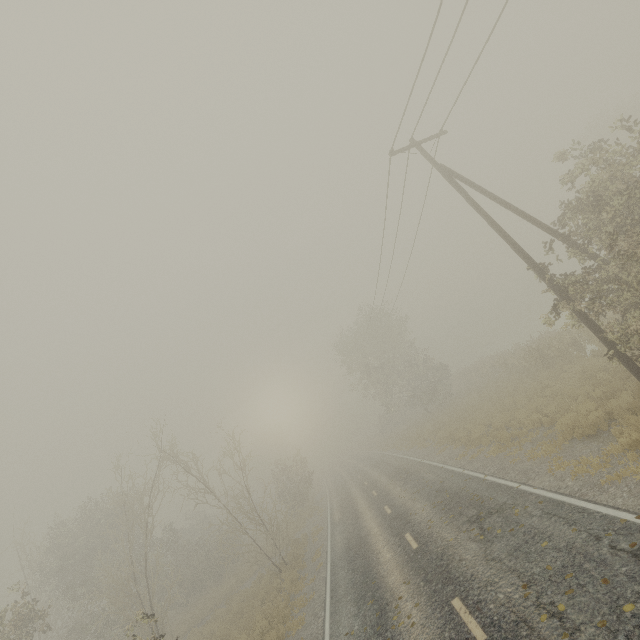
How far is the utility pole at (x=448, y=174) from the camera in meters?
11.3

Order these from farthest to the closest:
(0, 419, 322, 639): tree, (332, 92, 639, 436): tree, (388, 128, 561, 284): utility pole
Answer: (0, 419, 322, 639): tree
(388, 128, 561, 284): utility pole
(332, 92, 639, 436): tree

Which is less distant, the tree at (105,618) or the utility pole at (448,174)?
the utility pole at (448,174)

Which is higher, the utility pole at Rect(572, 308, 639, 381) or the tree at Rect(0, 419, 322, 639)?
the tree at Rect(0, 419, 322, 639)

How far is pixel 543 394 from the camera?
16.0m

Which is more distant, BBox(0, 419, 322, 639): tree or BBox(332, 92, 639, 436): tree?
BBox(0, 419, 322, 639): tree

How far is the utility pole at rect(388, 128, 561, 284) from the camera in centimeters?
1127cm
